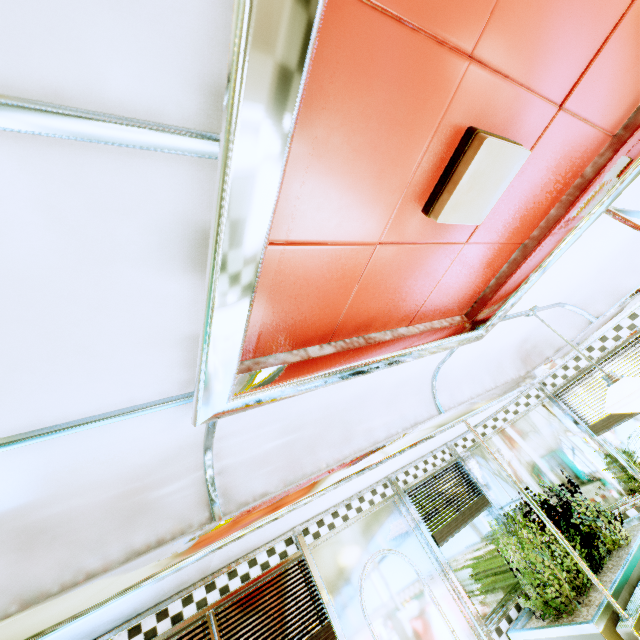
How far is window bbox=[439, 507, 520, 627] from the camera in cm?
296

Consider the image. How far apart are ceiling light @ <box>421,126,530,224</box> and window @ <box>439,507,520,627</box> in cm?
300

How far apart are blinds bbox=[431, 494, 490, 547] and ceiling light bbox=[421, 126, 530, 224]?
2.9 meters

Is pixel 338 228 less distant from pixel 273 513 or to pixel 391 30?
pixel 391 30

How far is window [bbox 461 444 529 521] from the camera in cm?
373

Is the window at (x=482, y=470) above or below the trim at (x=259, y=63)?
below

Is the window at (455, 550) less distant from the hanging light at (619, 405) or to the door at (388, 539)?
the door at (388, 539)

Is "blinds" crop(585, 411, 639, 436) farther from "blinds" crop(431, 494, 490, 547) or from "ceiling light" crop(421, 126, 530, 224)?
"ceiling light" crop(421, 126, 530, 224)
